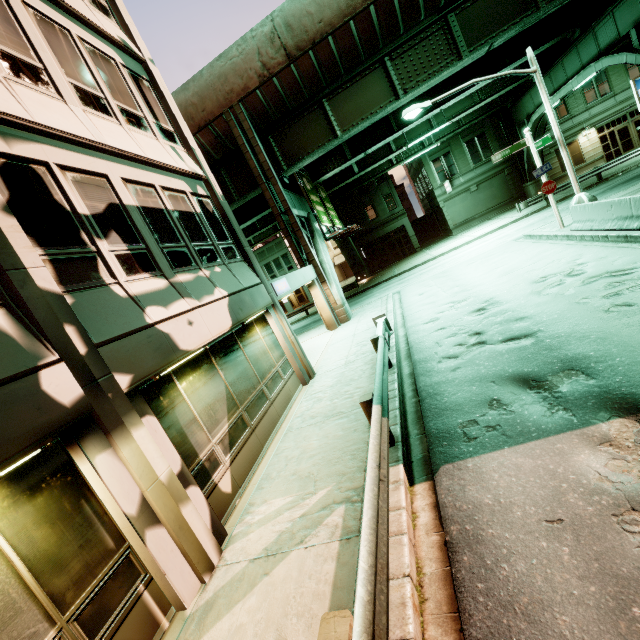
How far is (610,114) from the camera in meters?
29.7 m

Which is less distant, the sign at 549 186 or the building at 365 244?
the sign at 549 186

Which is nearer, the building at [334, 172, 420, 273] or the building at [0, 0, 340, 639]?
the building at [0, 0, 340, 639]

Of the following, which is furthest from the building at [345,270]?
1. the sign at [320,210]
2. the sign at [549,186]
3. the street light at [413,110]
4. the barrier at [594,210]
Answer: the barrier at [594,210]

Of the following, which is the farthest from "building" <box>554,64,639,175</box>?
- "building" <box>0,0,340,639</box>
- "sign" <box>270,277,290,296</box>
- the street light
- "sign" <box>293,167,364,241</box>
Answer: "sign" <box>270,277,290,296</box>

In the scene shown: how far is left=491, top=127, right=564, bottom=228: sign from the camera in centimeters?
1382cm

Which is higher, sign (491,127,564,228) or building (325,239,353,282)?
sign (491,127,564,228)

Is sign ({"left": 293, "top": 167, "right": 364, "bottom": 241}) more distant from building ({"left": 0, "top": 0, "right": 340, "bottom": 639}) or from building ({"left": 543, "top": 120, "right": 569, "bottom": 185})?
building ({"left": 543, "top": 120, "right": 569, "bottom": 185})
